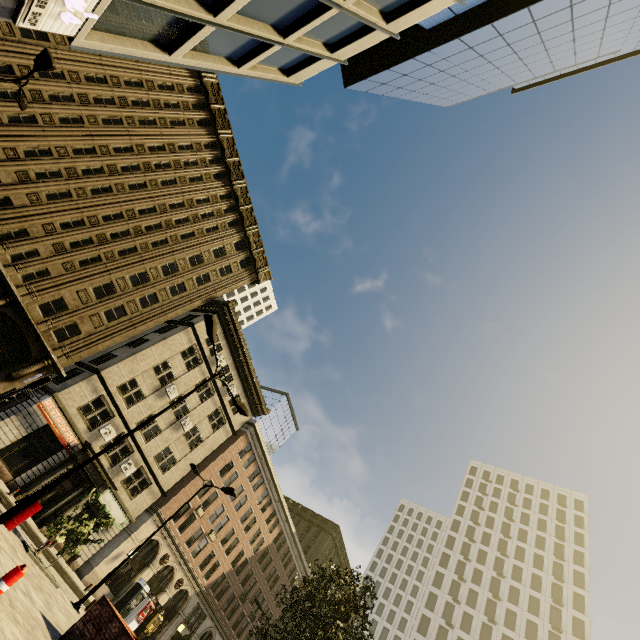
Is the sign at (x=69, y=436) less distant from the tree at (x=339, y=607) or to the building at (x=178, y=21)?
the building at (x=178, y=21)

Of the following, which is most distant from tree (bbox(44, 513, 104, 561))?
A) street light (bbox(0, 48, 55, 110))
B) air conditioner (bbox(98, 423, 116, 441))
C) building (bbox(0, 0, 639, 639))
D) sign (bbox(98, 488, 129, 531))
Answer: street light (bbox(0, 48, 55, 110))

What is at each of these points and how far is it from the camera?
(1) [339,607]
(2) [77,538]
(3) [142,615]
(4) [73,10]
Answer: (1) tree, 13.9 meters
(2) tree, 15.0 meters
(3) atm, 29.5 meters
(4) sign, 7.5 meters

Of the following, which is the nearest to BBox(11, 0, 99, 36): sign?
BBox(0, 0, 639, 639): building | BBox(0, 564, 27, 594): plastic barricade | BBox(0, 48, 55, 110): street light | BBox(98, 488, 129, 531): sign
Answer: BBox(0, 0, 639, 639): building

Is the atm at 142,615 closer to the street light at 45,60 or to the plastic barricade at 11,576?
the plastic barricade at 11,576

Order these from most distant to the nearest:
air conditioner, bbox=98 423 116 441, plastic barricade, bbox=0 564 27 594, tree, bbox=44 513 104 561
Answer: air conditioner, bbox=98 423 116 441 → tree, bbox=44 513 104 561 → plastic barricade, bbox=0 564 27 594

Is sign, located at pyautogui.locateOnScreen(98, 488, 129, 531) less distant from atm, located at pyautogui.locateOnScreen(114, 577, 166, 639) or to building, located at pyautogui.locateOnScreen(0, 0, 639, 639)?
building, located at pyautogui.locateOnScreen(0, 0, 639, 639)

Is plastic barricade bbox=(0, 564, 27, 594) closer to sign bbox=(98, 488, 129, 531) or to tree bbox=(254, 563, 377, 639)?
tree bbox=(254, 563, 377, 639)
